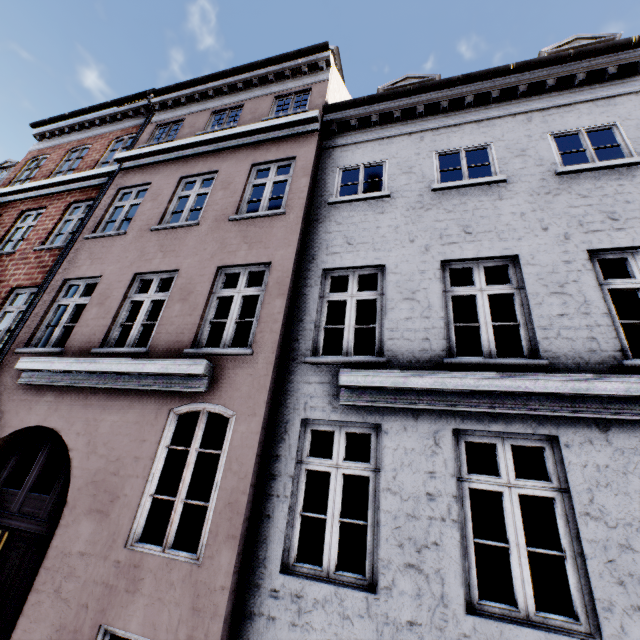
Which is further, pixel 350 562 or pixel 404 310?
pixel 350 562
